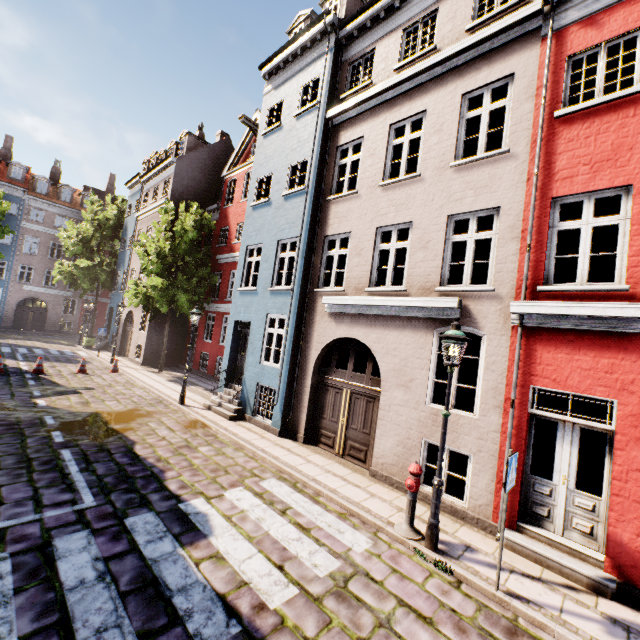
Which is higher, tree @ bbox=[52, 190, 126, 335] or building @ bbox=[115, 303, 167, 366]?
tree @ bbox=[52, 190, 126, 335]

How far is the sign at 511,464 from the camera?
4.5m

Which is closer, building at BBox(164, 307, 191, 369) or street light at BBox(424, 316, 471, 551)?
street light at BBox(424, 316, 471, 551)

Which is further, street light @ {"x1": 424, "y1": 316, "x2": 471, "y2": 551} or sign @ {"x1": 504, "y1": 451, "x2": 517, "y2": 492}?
street light @ {"x1": 424, "y1": 316, "x2": 471, "y2": 551}

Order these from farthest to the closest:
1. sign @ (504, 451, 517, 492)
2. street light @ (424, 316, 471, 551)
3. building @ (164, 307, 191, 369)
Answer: building @ (164, 307, 191, 369) → street light @ (424, 316, 471, 551) → sign @ (504, 451, 517, 492)

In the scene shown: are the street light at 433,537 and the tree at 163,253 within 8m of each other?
no

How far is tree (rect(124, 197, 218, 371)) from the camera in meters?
17.1 m

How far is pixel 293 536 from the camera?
5.34m
